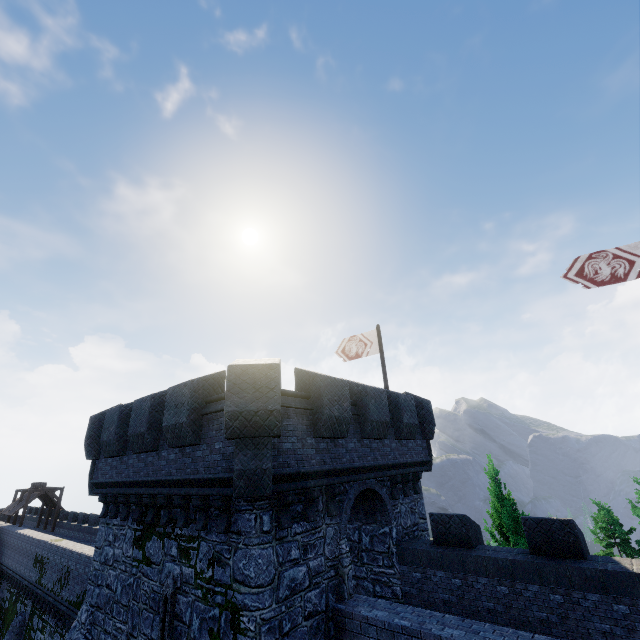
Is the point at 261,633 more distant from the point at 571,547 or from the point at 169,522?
the point at 571,547

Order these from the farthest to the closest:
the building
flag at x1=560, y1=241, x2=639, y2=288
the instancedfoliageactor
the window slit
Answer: the instancedfoliageactor < flag at x1=560, y1=241, x2=639, y2=288 < the window slit < the building

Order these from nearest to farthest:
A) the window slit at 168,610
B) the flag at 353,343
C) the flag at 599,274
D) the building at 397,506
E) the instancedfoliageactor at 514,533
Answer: the building at 397,506 → the window slit at 168,610 → the flag at 599,274 → the instancedfoliageactor at 514,533 → the flag at 353,343

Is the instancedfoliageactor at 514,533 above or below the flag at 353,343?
below

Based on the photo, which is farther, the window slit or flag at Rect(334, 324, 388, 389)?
flag at Rect(334, 324, 388, 389)

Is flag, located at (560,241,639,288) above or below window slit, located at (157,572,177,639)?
above

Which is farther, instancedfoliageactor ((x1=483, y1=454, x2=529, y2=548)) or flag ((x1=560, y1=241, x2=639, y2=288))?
instancedfoliageactor ((x1=483, y1=454, x2=529, y2=548))

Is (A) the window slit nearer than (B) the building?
No
